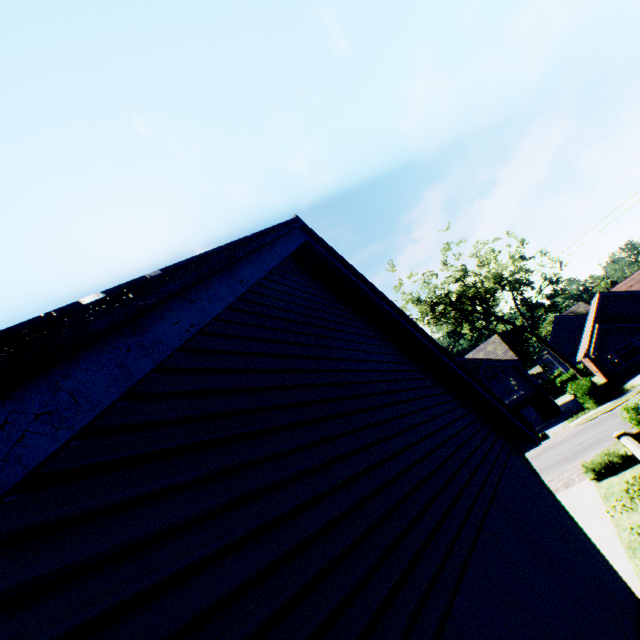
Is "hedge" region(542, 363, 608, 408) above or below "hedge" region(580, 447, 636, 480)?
above

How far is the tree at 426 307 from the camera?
28.2 meters

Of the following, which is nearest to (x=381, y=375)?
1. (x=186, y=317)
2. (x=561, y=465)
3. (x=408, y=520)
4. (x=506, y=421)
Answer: (x=408, y=520)

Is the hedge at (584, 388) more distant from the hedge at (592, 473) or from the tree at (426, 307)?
the hedge at (592, 473)

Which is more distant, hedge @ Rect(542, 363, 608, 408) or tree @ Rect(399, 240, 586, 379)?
tree @ Rect(399, 240, 586, 379)

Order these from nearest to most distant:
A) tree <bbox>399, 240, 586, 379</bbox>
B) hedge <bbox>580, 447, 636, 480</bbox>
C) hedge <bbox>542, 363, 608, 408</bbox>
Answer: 1. hedge <bbox>580, 447, 636, 480</bbox>
2. hedge <bbox>542, 363, 608, 408</bbox>
3. tree <bbox>399, 240, 586, 379</bbox>

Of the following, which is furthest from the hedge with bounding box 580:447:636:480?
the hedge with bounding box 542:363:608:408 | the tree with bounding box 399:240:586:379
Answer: the tree with bounding box 399:240:586:379

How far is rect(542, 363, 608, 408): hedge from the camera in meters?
26.0 m
